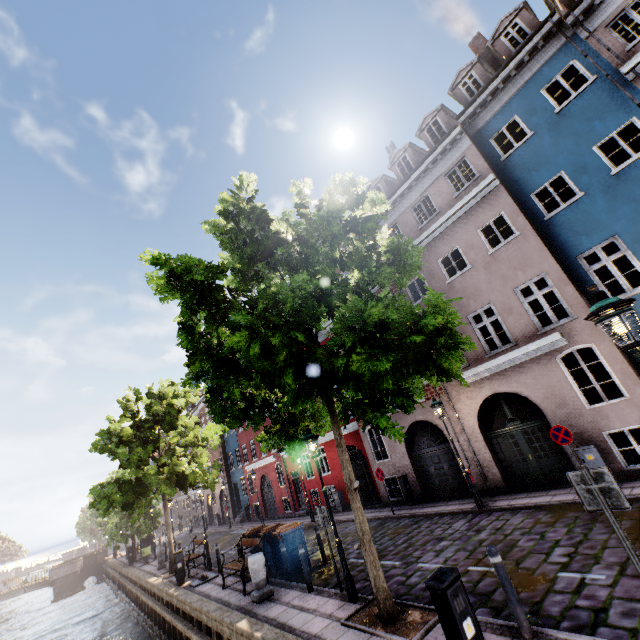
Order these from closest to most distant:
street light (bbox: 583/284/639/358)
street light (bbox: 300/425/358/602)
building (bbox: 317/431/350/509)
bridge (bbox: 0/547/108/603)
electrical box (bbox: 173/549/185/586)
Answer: street light (bbox: 583/284/639/358), street light (bbox: 300/425/358/602), electrical box (bbox: 173/549/185/586), building (bbox: 317/431/350/509), bridge (bbox: 0/547/108/603)

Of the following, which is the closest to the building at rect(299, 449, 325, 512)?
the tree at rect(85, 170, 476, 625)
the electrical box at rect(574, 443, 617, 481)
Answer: the electrical box at rect(574, 443, 617, 481)

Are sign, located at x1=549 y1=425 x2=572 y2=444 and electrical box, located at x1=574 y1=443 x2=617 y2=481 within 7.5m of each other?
yes

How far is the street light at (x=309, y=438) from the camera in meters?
7.4

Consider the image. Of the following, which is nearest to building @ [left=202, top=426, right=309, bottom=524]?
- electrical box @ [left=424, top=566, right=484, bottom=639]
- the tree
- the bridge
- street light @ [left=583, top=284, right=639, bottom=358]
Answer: street light @ [left=583, top=284, right=639, bottom=358]

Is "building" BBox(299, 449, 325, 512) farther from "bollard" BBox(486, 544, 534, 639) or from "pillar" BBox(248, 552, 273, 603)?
"pillar" BBox(248, 552, 273, 603)

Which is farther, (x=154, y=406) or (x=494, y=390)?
(x=154, y=406)

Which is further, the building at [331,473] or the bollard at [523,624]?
the building at [331,473]
